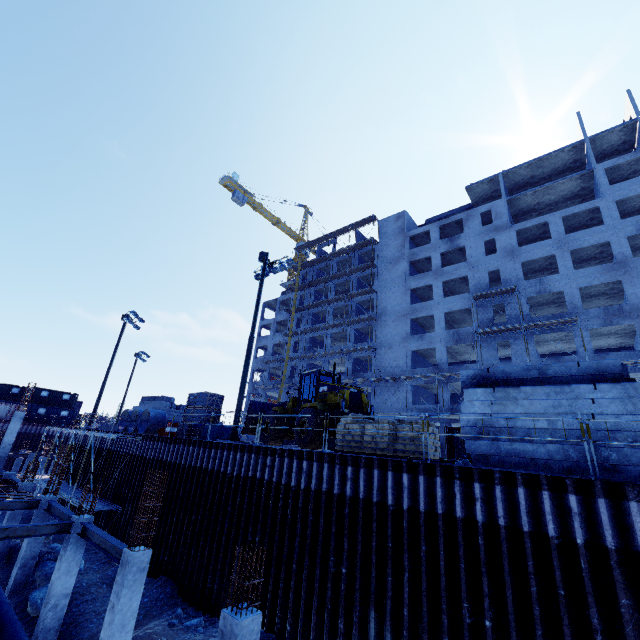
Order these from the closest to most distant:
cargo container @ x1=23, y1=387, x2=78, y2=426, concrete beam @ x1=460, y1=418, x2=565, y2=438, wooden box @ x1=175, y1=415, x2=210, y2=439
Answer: concrete beam @ x1=460, y1=418, x2=565, y2=438 → wooden box @ x1=175, y1=415, x2=210, y2=439 → cargo container @ x1=23, y1=387, x2=78, y2=426

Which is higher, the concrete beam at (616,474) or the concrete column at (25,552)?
the concrete beam at (616,474)

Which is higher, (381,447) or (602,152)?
(602,152)

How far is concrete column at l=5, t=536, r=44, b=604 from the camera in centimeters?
1412cm

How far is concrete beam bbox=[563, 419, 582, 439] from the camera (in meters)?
8.03

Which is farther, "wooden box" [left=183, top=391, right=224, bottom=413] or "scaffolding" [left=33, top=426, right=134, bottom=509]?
"scaffolding" [left=33, top=426, right=134, bottom=509]

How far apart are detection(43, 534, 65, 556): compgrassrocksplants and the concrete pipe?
5.7m

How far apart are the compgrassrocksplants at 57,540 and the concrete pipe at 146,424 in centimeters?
570cm
